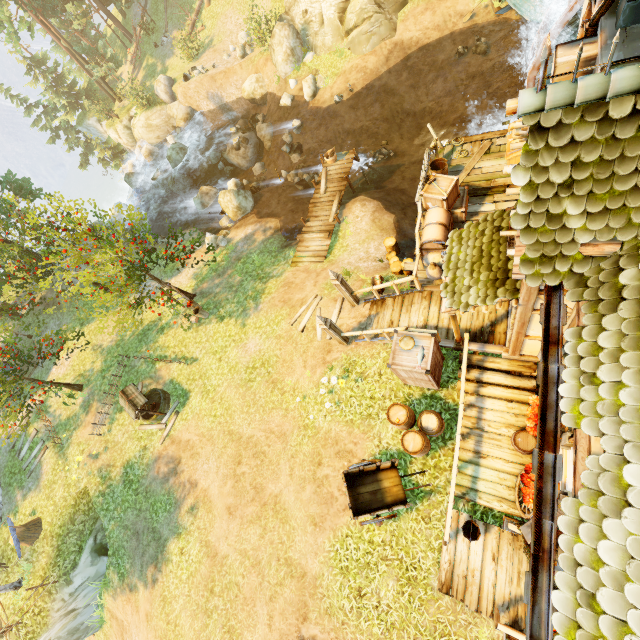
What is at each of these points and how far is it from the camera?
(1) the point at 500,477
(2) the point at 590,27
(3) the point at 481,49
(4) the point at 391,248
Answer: (1) wooden platform, 8.1m
(2) drain pipe, 4.6m
(3) rock, 17.1m
(4) piling, 13.7m

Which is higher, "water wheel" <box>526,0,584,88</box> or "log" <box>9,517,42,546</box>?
"water wheel" <box>526,0,584,88</box>

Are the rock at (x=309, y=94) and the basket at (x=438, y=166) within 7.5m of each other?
no

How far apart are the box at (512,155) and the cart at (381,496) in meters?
9.6

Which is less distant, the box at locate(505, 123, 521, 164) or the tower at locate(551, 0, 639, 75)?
the tower at locate(551, 0, 639, 75)

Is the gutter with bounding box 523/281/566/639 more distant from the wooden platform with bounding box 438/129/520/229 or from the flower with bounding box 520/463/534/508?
the wooden platform with bounding box 438/129/520/229

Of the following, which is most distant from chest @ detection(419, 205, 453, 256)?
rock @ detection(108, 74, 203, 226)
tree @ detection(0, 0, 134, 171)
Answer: rock @ detection(108, 74, 203, 226)

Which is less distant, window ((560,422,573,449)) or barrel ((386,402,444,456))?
window ((560,422,573,449))
